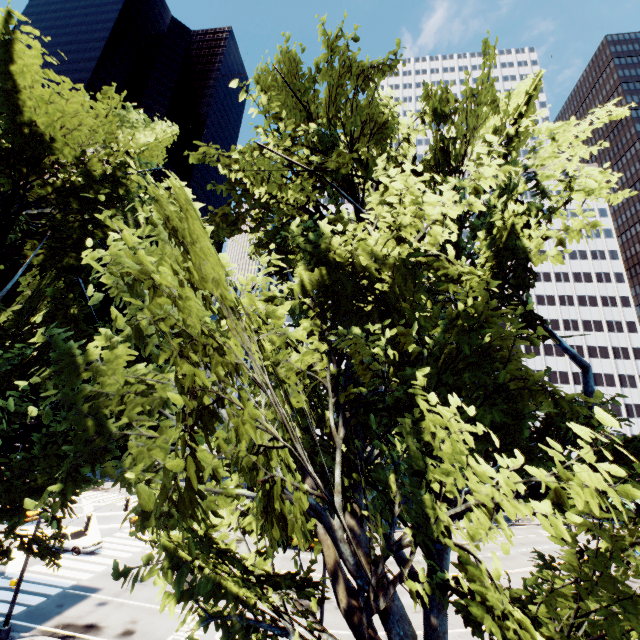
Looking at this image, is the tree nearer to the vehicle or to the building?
the building

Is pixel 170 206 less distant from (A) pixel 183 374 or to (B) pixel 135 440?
(A) pixel 183 374

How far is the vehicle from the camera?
25.2 meters

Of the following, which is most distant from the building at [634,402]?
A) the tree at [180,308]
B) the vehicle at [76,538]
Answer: the vehicle at [76,538]

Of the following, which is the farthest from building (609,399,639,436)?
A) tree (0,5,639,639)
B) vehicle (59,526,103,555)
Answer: vehicle (59,526,103,555)

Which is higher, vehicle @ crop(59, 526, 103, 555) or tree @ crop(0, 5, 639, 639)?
tree @ crop(0, 5, 639, 639)

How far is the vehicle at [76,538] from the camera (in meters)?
25.22

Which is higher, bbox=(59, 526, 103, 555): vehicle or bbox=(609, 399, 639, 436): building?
bbox=(609, 399, 639, 436): building
